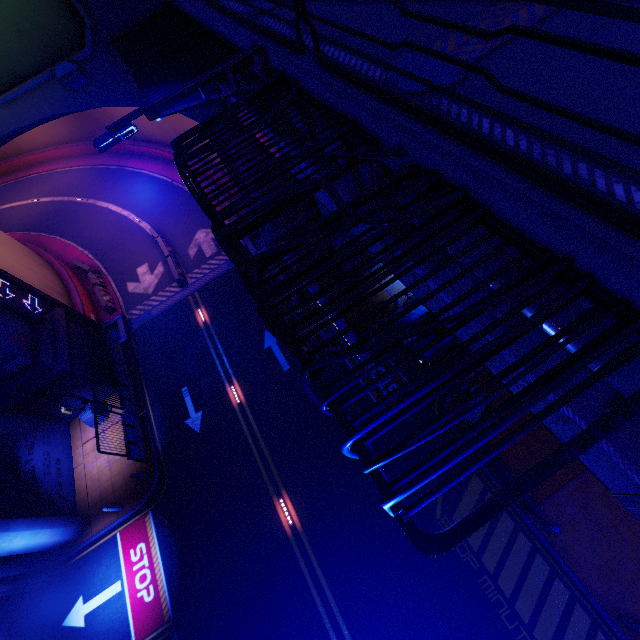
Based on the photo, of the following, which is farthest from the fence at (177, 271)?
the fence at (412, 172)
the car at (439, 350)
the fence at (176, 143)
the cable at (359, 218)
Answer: the fence at (412, 172)

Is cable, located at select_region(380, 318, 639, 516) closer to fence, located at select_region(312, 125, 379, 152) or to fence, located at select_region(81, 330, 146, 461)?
fence, located at select_region(312, 125, 379, 152)

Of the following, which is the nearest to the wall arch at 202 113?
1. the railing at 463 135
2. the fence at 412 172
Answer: the railing at 463 135

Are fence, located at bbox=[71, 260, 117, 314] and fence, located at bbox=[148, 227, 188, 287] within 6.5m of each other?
yes

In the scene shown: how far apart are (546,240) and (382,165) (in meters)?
2.95

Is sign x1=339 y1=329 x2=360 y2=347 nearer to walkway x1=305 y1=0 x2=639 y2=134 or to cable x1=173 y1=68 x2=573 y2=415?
walkway x1=305 y1=0 x2=639 y2=134

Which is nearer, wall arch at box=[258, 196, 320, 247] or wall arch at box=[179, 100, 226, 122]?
wall arch at box=[179, 100, 226, 122]

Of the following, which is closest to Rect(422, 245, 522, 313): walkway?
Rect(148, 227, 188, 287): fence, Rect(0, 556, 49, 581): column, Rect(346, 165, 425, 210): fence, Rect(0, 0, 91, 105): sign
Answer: Rect(346, 165, 425, 210): fence
